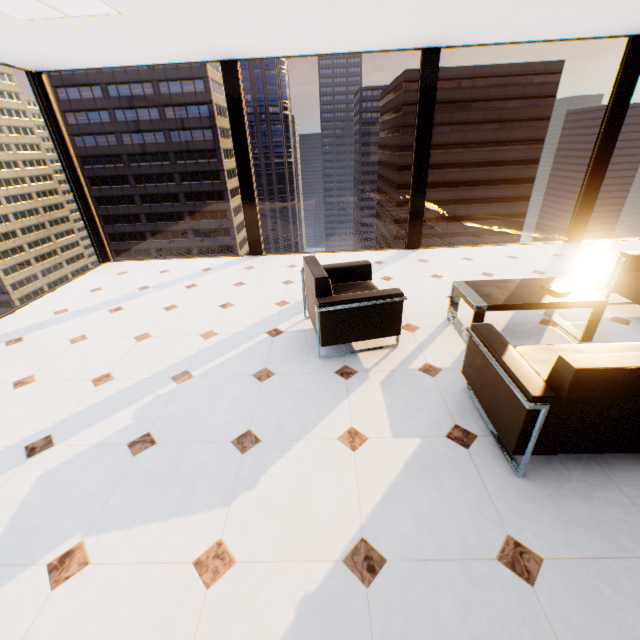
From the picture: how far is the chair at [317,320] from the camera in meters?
2.8

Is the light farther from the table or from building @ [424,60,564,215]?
building @ [424,60,564,215]

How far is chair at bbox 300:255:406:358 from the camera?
2.83m

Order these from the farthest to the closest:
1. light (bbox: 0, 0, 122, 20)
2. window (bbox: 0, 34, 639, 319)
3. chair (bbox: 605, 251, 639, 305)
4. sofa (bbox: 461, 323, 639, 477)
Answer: window (bbox: 0, 34, 639, 319), chair (bbox: 605, 251, 639, 305), light (bbox: 0, 0, 122, 20), sofa (bbox: 461, 323, 639, 477)

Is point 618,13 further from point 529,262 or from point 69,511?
point 69,511

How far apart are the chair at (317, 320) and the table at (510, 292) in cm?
69

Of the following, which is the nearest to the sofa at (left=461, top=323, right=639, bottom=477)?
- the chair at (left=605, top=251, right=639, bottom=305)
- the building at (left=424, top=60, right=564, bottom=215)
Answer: the chair at (left=605, top=251, right=639, bottom=305)

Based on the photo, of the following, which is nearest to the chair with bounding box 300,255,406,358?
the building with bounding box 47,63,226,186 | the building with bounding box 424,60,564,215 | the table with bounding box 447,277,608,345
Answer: the table with bounding box 447,277,608,345
